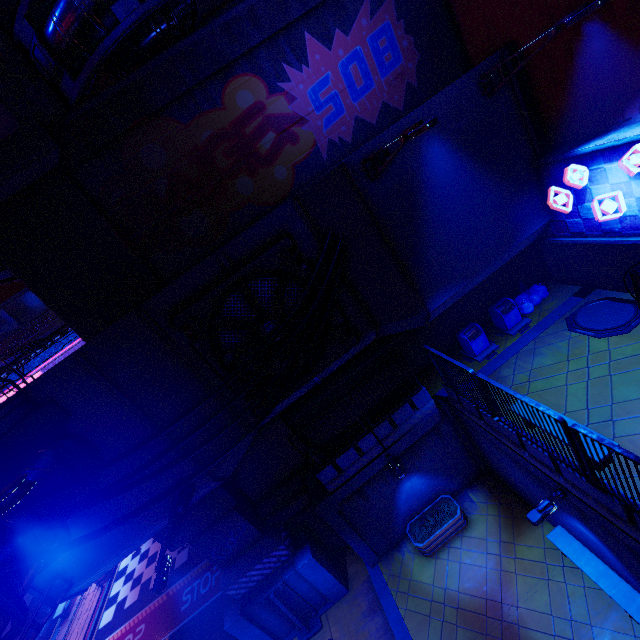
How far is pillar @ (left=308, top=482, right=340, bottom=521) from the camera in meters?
11.5 m

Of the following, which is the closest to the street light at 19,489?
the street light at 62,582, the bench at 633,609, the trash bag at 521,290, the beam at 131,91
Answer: the street light at 62,582

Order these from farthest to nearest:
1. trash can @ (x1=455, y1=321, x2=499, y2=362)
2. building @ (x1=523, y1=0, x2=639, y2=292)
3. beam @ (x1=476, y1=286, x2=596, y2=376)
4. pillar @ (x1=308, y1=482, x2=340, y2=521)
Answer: trash can @ (x1=455, y1=321, x2=499, y2=362)
beam @ (x1=476, y1=286, x2=596, y2=376)
pillar @ (x1=308, y1=482, x2=340, y2=521)
building @ (x1=523, y1=0, x2=639, y2=292)

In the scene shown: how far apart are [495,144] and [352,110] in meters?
4.7

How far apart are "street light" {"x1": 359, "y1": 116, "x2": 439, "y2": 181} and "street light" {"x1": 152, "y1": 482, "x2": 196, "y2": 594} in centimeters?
1024cm

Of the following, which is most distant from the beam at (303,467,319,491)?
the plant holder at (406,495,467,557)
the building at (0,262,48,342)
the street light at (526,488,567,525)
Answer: the building at (0,262,48,342)

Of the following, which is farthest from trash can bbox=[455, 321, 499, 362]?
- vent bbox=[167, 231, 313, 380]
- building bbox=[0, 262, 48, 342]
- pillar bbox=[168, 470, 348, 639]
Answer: building bbox=[0, 262, 48, 342]

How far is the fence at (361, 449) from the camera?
11.1 meters
